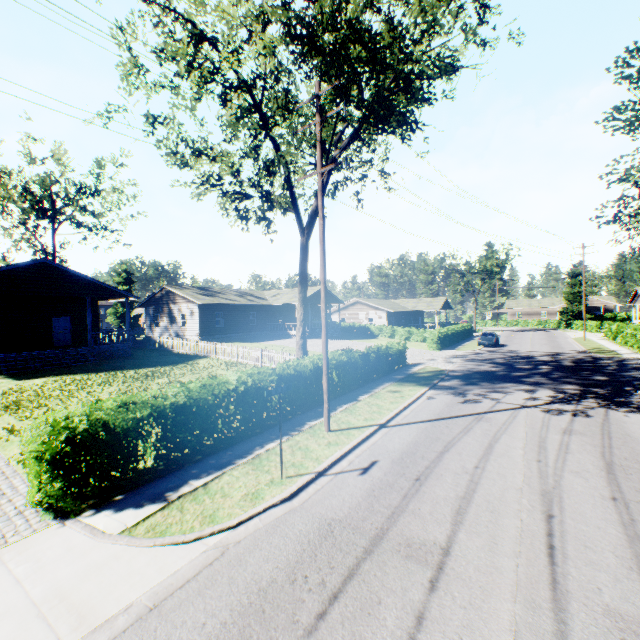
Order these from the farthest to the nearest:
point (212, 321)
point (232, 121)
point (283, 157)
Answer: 1. point (212, 321)
2. point (283, 157)
3. point (232, 121)

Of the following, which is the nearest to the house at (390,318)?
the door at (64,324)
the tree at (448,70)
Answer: the door at (64,324)

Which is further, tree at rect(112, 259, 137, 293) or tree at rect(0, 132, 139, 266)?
tree at rect(112, 259, 137, 293)

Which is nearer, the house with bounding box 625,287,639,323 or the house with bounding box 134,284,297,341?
the house with bounding box 134,284,297,341

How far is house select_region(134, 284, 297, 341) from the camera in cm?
3338

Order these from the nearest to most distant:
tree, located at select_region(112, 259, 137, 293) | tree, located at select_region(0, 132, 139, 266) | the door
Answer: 1. the door
2. tree, located at select_region(0, 132, 139, 266)
3. tree, located at select_region(112, 259, 137, 293)

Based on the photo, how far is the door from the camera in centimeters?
2431cm

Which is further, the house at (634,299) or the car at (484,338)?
the house at (634,299)
